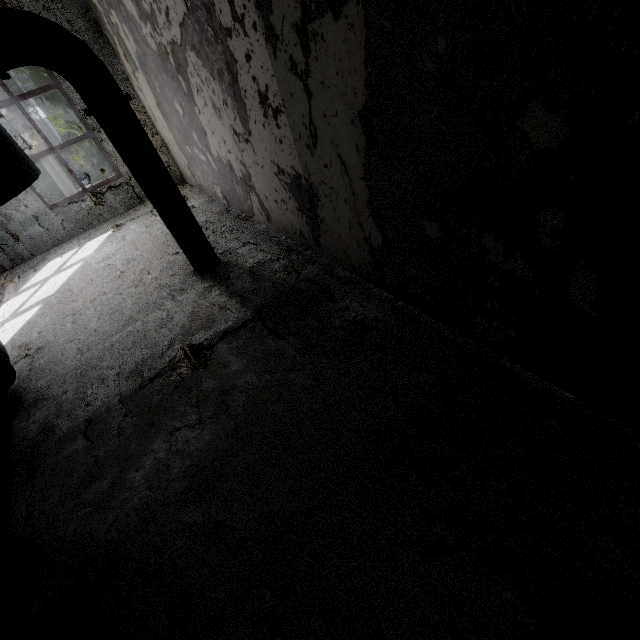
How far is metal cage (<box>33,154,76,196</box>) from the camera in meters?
12.1 m

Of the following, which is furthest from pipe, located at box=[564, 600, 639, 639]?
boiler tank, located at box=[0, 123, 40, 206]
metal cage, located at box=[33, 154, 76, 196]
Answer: metal cage, located at box=[33, 154, 76, 196]

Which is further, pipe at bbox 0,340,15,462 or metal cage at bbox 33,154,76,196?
metal cage at bbox 33,154,76,196

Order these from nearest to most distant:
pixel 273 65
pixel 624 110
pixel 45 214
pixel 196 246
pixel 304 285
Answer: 1. pixel 624 110
2. pixel 273 65
3. pixel 304 285
4. pixel 196 246
5. pixel 45 214

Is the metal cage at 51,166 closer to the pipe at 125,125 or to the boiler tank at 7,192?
the boiler tank at 7,192

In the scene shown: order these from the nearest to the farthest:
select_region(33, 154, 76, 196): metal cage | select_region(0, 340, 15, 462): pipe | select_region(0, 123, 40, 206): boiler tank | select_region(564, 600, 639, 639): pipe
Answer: select_region(564, 600, 639, 639): pipe → select_region(0, 123, 40, 206): boiler tank → select_region(0, 340, 15, 462): pipe → select_region(33, 154, 76, 196): metal cage

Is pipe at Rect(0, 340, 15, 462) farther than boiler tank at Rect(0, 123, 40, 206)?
Yes

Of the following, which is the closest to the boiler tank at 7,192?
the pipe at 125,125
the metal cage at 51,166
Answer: the metal cage at 51,166
